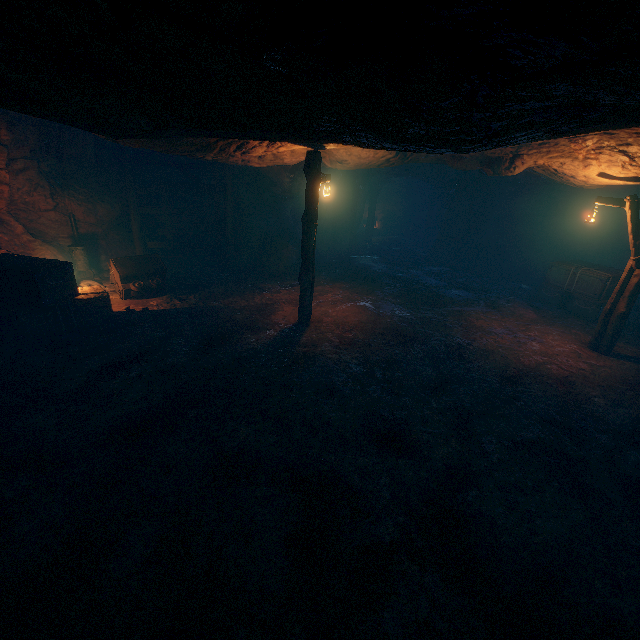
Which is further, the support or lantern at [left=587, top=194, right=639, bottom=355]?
the support

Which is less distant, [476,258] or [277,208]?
[277,208]

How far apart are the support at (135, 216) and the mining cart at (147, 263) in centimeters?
163cm

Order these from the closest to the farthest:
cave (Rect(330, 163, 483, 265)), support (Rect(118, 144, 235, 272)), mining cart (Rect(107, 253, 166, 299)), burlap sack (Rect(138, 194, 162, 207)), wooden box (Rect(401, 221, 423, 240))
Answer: mining cart (Rect(107, 253, 166, 299)) → support (Rect(118, 144, 235, 272)) → burlap sack (Rect(138, 194, 162, 207)) → cave (Rect(330, 163, 483, 265)) → wooden box (Rect(401, 221, 423, 240))

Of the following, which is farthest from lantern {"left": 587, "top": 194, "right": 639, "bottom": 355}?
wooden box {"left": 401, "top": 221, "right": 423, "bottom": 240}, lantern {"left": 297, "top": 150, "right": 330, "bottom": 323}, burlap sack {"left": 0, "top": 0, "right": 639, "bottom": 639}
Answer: wooden box {"left": 401, "top": 221, "right": 423, "bottom": 240}

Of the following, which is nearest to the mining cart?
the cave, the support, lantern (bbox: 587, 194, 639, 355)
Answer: the support

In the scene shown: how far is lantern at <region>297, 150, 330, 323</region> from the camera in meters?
8.1 m

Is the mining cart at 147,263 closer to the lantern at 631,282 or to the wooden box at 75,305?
the wooden box at 75,305
